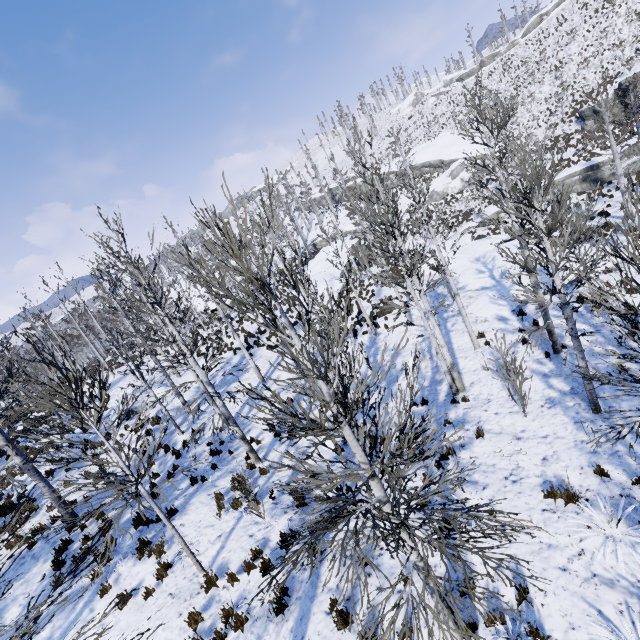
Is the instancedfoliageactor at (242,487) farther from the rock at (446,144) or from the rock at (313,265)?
the rock at (446,144)

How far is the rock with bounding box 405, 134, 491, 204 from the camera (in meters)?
42.31

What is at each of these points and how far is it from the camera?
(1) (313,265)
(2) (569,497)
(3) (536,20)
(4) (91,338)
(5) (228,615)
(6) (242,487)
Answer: (1) rock, 40.1 meters
(2) instancedfoliageactor, 6.5 meters
(3) rock, 50.2 meters
(4) instancedfoliageactor, 46.3 meters
(5) instancedfoliageactor, 6.5 meters
(6) instancedfoliageactor, 8.7 meters

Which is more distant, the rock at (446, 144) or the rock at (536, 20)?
the rock at (536, 20)

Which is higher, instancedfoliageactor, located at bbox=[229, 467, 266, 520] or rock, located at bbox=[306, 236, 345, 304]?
rock, located at bbox=[306, 236, 345, 304]

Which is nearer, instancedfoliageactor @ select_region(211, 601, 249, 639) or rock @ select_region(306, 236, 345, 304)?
instancedfoliageactor @ select_region(211, 601, 249, 639)

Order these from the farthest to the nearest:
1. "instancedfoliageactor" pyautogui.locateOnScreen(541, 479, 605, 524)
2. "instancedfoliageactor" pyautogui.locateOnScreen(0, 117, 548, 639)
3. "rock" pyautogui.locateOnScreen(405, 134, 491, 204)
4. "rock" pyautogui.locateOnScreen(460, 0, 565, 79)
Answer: "rock" pyautogui.locateOnScreen(460, 0, 565, 79), "rock" pyautogui.locateOnScreen(405, 134, 491, 204), "instancedfoliageactor" pyautogui.locateOnScreen(541, 479, 605, 524), "instancedfoliageactor" pyautogui.locateOnScreen(0, 117, 548, 639)

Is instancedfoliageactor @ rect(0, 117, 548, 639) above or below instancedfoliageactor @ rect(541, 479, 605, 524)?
above
